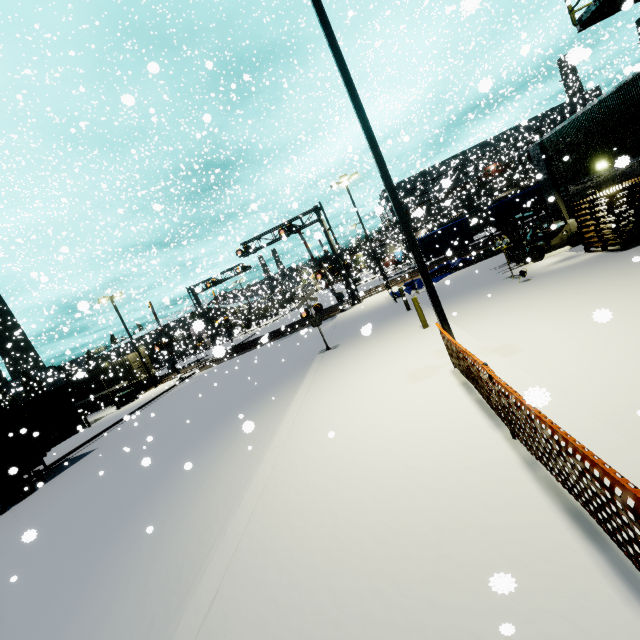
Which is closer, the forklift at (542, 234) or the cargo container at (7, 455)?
the cargo container at (7, 455)

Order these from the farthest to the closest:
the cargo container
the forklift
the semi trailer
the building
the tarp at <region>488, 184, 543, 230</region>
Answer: the tarp at <region>488, 184, 543, 230</region> → the forklift → the cargo container → the semi trailer → the building

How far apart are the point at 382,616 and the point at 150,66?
7.52m

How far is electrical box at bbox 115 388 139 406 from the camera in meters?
28.0

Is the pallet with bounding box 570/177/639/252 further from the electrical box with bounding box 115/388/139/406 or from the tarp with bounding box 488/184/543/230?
the electrical box with bounding box 115/388/139/406

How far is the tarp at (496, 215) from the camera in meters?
24.0

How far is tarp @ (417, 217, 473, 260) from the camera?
25.03m
